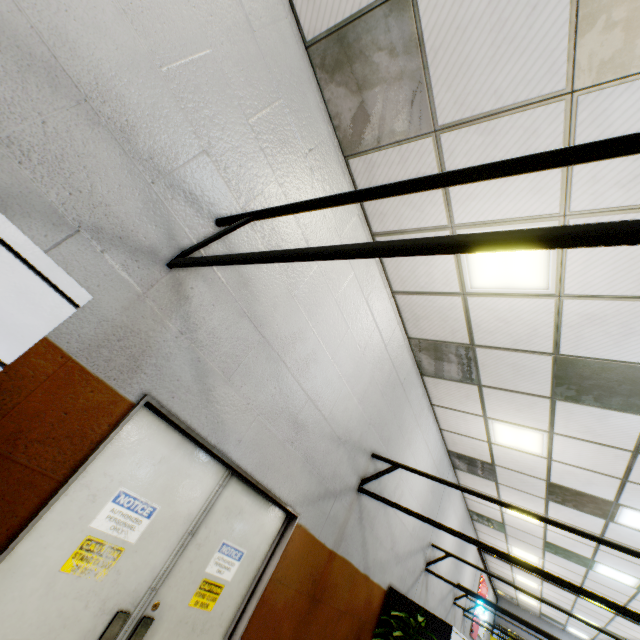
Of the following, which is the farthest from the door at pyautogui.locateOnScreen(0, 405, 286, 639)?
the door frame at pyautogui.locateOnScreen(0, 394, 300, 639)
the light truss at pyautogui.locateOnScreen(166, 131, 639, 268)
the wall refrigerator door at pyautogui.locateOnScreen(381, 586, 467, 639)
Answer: the wall refrigerator door at pyautogui.locateOnScreen(381, 586, 467, 639)

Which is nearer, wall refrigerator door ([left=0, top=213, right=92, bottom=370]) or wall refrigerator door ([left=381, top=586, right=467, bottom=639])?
wall refrigerator door ([left=0, top=213, right=92, bottom=370])

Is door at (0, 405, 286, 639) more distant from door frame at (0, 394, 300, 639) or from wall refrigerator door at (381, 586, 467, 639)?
wall refrigerator door at (381, 586, 467, 639)

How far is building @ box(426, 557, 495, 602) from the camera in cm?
720

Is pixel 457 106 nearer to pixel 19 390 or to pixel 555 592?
pixel 19 390

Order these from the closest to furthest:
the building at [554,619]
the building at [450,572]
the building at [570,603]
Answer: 1. the building at [450,572]
2. the building at [570,603]
3. the building at [554,619]

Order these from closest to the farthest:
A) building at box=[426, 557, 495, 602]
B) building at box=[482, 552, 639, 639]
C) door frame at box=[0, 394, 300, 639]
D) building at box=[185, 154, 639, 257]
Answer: door frame at box=[0, 394, 300, 639] < building at box=[185, 154, 639, 257] < building at box=[426, 557, 495, 602] < building at box=[482, 552, 639, 639]

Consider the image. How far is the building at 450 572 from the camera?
7.2m
